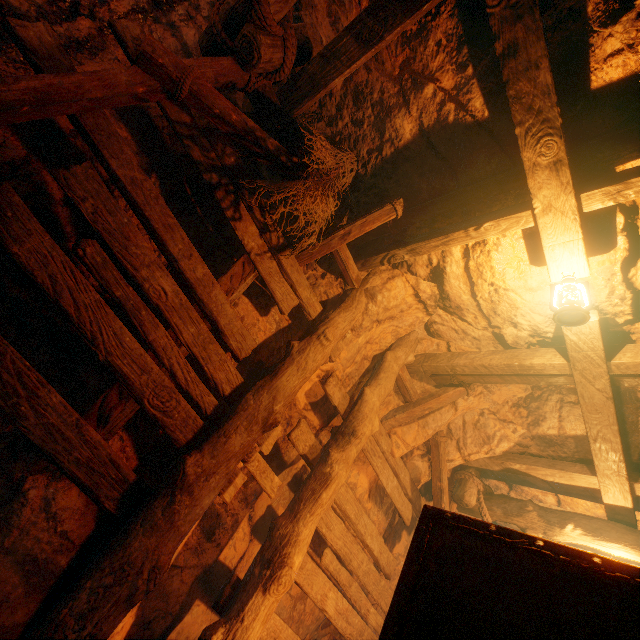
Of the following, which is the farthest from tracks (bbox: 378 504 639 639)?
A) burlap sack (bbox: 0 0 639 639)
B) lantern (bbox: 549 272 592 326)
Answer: lantern (bbox: 549 272 592 326)

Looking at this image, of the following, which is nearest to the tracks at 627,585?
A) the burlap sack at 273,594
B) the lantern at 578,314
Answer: the burlap sack at 273,594

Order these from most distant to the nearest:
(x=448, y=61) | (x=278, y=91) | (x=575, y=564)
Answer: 1. (x=278, y=91)
2. (x=448, y=61)
3. (x=575, y=564)

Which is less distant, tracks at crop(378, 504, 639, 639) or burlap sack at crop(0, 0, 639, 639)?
tracks at crop(378, 504, 639, 639)

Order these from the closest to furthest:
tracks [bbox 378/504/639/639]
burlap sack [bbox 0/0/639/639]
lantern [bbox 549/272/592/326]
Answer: tracks [bbox 378/504/639/639], burlap sack [bbox 0/0/639/639], lantern [bbox 549/272/592/326]

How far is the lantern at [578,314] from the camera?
2.51m

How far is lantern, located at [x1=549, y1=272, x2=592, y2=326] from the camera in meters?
2.5 m
